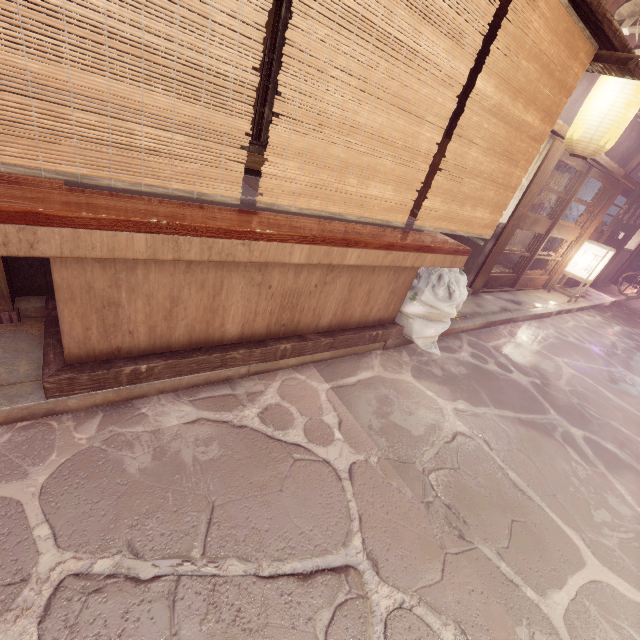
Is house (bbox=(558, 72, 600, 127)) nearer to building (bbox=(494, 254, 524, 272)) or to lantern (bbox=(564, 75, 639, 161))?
building (bbox=(494, 254, 524, 272))

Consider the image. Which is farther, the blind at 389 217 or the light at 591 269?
the light at 591 269

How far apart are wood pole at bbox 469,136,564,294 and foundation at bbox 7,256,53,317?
11.4 meters

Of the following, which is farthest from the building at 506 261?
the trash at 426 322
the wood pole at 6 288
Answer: the wood pole at 6 288

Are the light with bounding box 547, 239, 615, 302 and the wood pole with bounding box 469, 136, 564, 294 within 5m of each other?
no

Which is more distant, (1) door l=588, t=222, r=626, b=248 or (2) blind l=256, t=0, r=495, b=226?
(1) door l=588, t=222, r=626, b=248

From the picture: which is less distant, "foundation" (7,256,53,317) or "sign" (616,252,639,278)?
"foundation" (7,256,53,317)

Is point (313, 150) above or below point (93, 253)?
above
